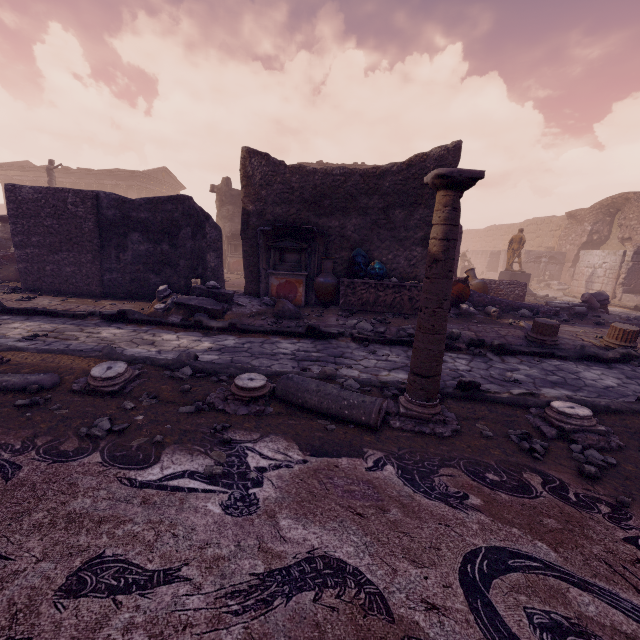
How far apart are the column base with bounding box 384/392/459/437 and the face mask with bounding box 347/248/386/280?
5.4 meters

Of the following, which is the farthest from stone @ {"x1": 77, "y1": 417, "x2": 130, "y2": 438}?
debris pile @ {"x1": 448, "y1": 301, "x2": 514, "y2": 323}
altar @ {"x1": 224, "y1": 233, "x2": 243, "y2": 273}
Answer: altar @ {"x1": 224, "y1": 233, "x2": 243, "y2": 273}

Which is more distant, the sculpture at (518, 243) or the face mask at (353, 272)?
the sculpture at (518, 243)

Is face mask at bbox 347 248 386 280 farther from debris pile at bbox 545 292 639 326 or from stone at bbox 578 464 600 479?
stone at bbox 578 464 600 479

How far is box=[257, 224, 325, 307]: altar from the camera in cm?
859

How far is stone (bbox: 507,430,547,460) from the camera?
2.9 meters

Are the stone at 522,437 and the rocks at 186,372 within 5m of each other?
yes

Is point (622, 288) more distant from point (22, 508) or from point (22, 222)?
point (22, 222)
